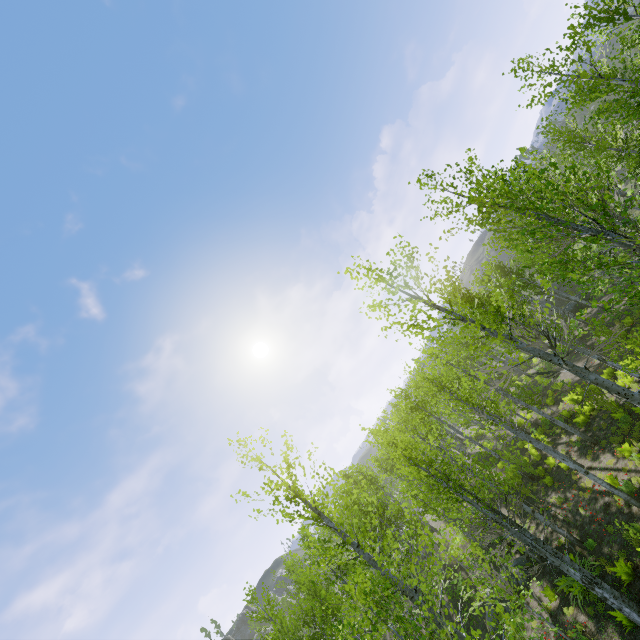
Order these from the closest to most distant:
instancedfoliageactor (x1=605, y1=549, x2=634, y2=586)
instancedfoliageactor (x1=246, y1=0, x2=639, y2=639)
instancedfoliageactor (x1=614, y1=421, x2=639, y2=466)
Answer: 1. instancedfoliageactor (x1=246, y1=0, x2=639, y2=639)
2. instancedfoliageactor (x1=605, y1=549, x2=634, y2=586)
3. instancedfoliageactor (x1=614, y1=421, x2=639, y2=466)

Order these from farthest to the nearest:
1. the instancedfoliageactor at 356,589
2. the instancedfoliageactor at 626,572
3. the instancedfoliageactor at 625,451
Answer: the instancedfoliageactor at 625,451, the instancedfoliageactor at 626,572, the instancedfoliageactor at 356,589

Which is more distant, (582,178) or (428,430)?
(428,430)

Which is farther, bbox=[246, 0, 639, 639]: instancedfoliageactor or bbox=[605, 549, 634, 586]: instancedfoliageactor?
bbox=[605, 549, 634, 586]: instancedfoliageactor

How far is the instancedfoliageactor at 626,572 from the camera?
9.6m

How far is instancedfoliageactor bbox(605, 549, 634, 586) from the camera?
9.6m

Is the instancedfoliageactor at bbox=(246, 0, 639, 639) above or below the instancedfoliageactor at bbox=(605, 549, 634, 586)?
above

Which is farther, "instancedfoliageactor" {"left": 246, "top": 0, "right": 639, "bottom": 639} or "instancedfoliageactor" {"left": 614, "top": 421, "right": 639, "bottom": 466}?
"instancedfoliageactor" {"left": 614, "top": 421, "right": 639, "bottom": 466}
